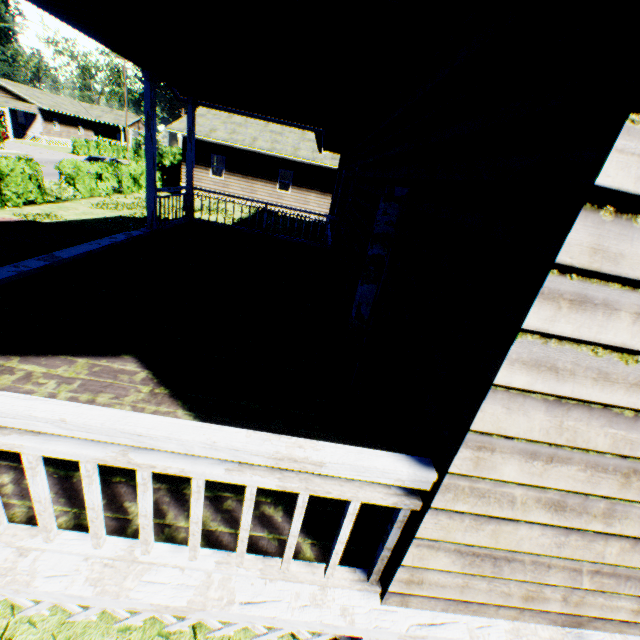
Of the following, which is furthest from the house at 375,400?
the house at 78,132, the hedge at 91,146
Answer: the house at 78,132

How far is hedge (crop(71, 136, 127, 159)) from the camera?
38.7m

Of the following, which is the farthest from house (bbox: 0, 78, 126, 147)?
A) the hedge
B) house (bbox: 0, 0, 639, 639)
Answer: house (bbox: 0, 0, 639, 639)

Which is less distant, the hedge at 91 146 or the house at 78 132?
the hedge at 91 146

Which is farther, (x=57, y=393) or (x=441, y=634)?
(x=57, y=393)

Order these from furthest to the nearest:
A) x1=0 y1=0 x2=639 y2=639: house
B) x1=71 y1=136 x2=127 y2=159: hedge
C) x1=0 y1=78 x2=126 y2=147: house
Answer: x1=0 y1=78 x2=126 y2=147: house → x1=71 y1=136 x2=127 y2=159: hedge → x1=0 y1=0 x2=639 y2=639: house

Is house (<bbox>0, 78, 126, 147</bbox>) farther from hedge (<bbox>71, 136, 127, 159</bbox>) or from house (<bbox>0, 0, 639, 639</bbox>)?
house (<bbox>0, 0, 639, 639</bbox>)
